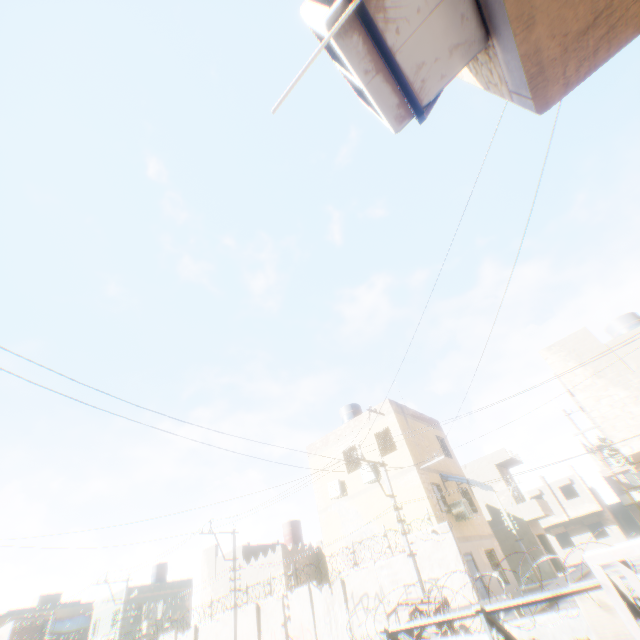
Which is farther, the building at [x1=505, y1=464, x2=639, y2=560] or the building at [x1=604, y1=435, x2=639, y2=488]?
the building at [x1=505, y1=464, x2=639, y2=560]

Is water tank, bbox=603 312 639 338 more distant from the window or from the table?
the window

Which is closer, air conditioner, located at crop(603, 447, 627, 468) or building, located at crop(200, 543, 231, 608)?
air conditioner, located at crop(603, 447, 627, 468)

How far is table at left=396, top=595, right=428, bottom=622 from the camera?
7.6 meters

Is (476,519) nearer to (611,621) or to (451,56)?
(611,621)

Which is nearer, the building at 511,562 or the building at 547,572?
the building at 511,562

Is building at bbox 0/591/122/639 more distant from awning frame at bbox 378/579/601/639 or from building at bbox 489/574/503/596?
awning frame at bbox 378/579/601/639

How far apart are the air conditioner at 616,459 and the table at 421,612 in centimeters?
1409cm
